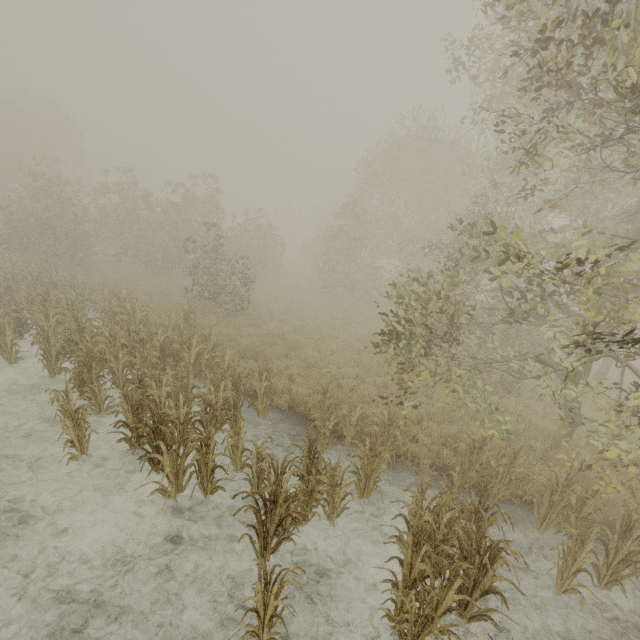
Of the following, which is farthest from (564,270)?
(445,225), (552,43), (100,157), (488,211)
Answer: (100,157)
